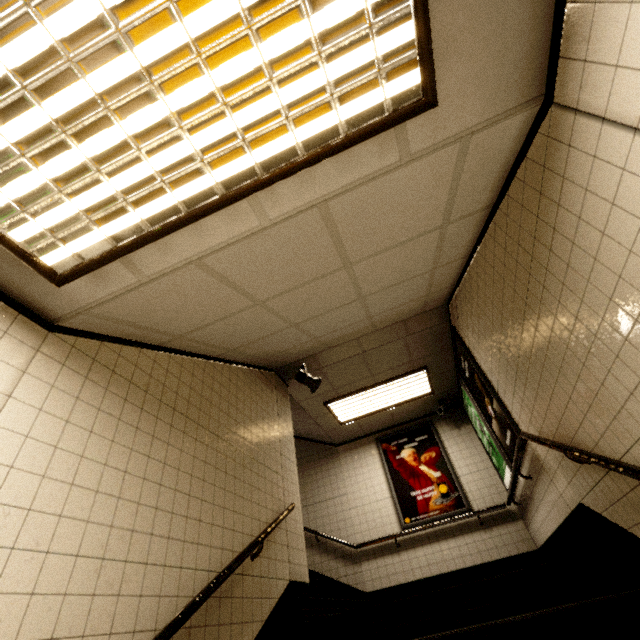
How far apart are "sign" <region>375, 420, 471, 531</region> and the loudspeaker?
2.8m

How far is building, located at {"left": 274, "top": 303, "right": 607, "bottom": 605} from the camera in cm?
420

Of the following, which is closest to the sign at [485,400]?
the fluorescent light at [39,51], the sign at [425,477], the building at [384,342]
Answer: the building at [384,342]

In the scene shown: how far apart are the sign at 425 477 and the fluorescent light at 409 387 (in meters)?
0.86

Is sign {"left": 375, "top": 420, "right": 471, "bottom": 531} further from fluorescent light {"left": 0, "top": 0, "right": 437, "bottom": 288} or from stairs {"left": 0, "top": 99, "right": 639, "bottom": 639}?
fluorescent light {"left": 0, "top": 0, "right": 437, "bottom": 288}

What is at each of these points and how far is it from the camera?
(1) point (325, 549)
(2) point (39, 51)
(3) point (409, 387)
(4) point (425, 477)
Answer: (1) stairs, 6.2 meters
(2) fluorescent light, 1.1 meters
(3) fluorescent light, 6.1 meters
(4) sign, 6.3 meters

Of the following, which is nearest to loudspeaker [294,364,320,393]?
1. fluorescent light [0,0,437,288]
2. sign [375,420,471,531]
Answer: sign [375,420,471,531]

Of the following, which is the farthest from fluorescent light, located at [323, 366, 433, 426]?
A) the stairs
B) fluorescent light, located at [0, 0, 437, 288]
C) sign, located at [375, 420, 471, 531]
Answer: fluorescent light, located at [0, 0, 437, 288]
